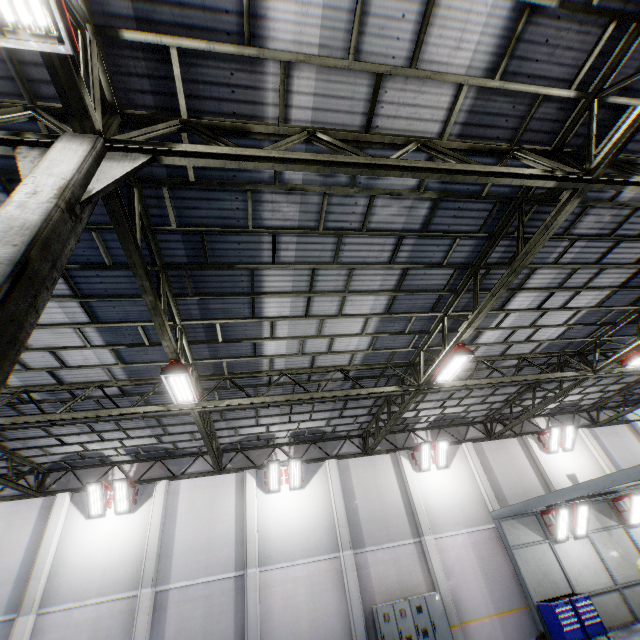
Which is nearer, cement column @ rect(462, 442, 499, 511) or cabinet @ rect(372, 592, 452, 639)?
cabinet @ rect(372, 592, 452, 639)

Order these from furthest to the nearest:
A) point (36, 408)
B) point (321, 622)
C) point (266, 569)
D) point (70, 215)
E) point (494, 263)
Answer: point (266, 569)
point (321, 622)
point (36, 408)
point (494, 263)
point (70, 215)

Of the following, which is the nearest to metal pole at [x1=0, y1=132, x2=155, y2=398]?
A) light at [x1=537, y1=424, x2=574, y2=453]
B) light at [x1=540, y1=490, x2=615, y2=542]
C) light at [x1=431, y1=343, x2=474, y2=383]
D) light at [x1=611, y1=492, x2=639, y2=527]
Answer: light at [x1=431, y1=343, x2=474, y2=383]

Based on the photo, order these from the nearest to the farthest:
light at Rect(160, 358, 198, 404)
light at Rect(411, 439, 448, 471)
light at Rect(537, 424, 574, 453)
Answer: light at Rect(160, 358, 198, 404) → light at Rect(411, 439, 448, 471) → light at Rect(537, 424, 574, 453)

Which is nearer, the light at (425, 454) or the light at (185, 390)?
the light at (185, 390)

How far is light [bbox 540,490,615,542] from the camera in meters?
11.2 m

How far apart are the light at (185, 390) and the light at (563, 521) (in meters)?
15.39

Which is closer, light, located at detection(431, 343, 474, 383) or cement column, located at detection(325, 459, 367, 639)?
light, located at detection(431, 343, 474, 383)
